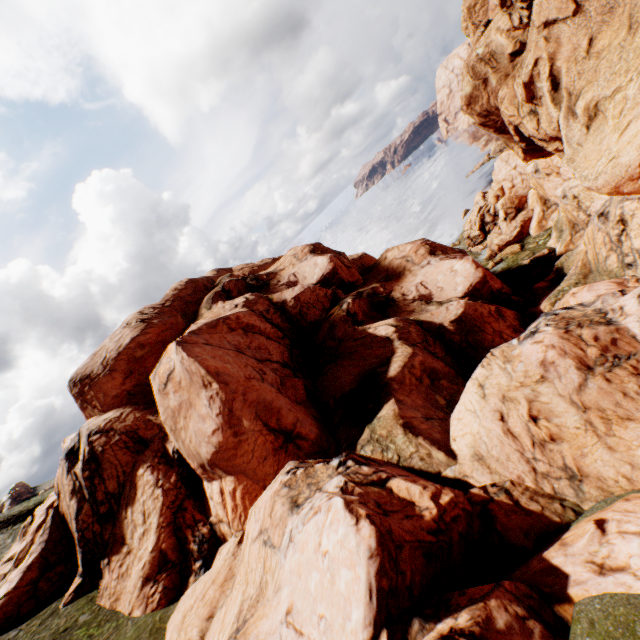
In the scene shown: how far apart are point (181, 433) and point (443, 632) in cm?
2053
